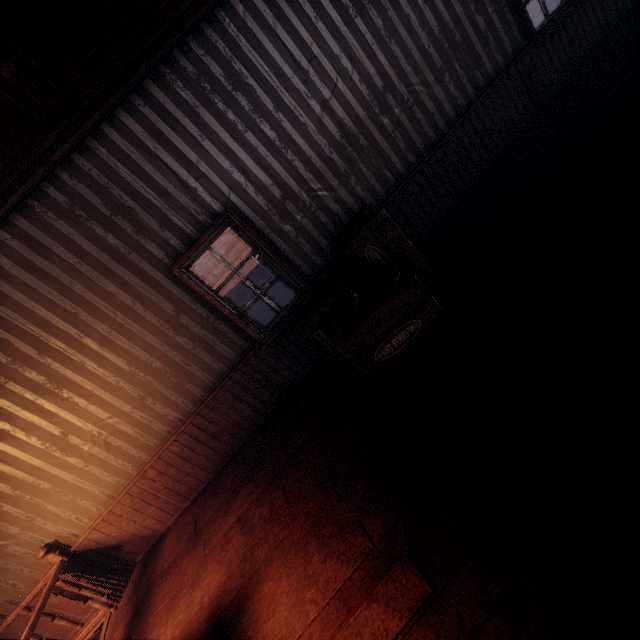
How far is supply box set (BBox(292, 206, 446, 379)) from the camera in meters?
3.2 m

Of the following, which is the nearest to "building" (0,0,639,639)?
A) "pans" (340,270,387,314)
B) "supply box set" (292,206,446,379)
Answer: "supply box set" (292,206,446,379)

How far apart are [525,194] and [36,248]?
5.6m

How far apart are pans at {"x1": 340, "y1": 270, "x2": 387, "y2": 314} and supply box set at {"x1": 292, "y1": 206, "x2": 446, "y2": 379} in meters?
0.0

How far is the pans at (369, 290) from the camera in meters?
3.2

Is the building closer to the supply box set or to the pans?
the supply box set

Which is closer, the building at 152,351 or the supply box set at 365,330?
the building at 152,351
